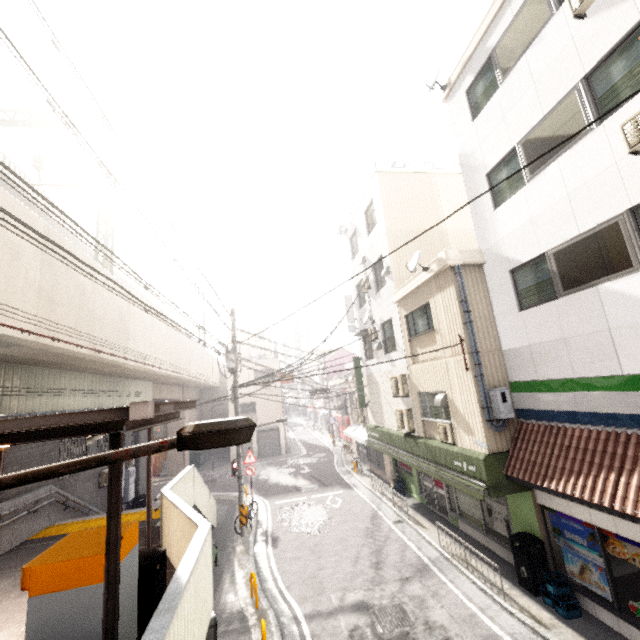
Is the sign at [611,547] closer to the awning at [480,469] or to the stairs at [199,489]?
the awning at [480,469]

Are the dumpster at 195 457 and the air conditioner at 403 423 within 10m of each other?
no

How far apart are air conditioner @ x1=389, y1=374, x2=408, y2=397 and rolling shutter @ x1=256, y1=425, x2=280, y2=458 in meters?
19.0 m

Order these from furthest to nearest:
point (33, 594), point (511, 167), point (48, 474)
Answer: point (511, 167) → point (33, 594) → point (48, 474)

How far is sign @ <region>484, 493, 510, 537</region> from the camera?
9.5m

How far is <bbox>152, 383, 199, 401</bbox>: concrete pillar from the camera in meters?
21.0 m

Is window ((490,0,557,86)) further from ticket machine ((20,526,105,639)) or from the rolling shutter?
the rolling shutter

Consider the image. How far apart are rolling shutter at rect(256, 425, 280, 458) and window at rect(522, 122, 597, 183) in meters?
27.3
